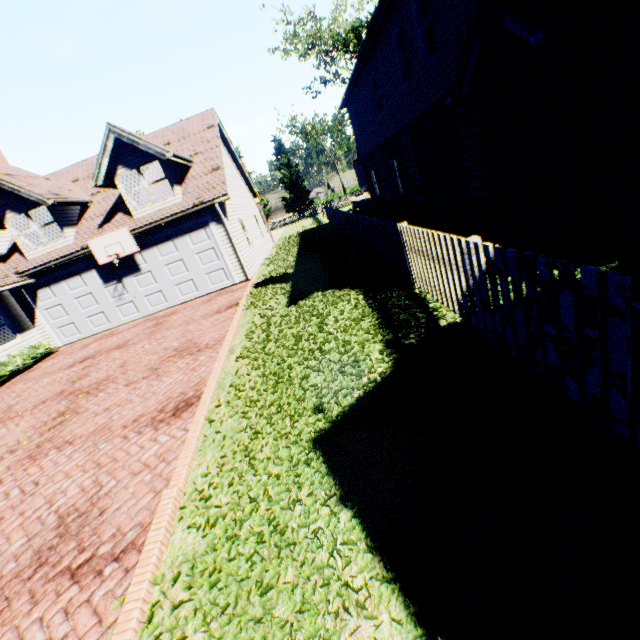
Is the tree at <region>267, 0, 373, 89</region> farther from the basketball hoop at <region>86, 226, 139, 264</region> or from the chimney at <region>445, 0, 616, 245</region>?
the basketball hoop at <region>86, 226, 139, 264</region>

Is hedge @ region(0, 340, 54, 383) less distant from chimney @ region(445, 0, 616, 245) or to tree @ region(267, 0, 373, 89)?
tree @ region(267, 0, 373, 89)

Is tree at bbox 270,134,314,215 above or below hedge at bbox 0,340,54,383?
above

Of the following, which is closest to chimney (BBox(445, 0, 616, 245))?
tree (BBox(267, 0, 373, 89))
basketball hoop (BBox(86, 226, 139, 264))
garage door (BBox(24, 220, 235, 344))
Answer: tree (BBox(267, 0, 373, 89))

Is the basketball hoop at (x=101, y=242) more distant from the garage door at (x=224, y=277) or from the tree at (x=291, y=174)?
the tree at (x=291, y=174)

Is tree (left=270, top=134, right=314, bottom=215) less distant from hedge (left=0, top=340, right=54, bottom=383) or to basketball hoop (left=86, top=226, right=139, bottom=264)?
hedge (left=0, top=340, right=54, bottom=383)

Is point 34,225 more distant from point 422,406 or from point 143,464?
point 422,406

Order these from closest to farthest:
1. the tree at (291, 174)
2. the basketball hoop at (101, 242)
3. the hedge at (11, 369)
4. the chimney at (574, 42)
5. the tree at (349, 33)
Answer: the chimney at (574, 42)
the hedge at (11, 369)
the basketball hoop at (101, 242)
the tree at (349, 33)
the tree at (291, 174)
